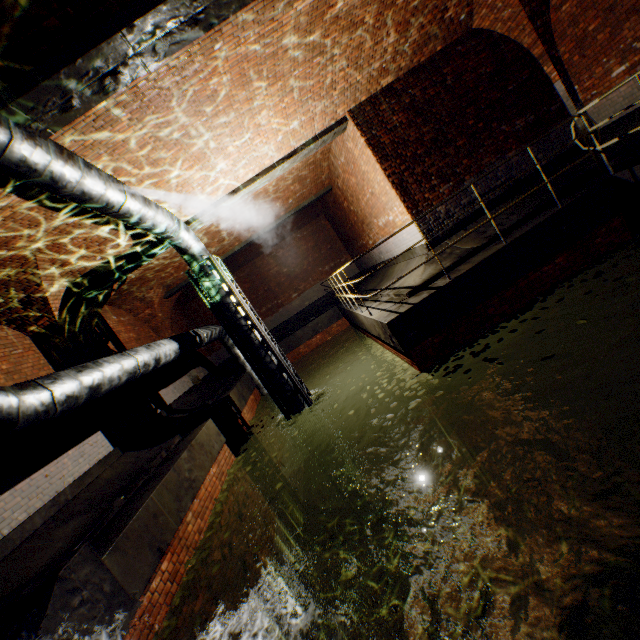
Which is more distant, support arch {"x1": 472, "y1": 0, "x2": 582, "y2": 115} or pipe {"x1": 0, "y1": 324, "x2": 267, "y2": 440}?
support arch {"x1": 472, "y1": 0, "x2": 582, "y2": 115}

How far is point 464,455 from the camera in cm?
741

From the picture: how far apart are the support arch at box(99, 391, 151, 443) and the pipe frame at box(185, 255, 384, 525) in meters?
2.6 m

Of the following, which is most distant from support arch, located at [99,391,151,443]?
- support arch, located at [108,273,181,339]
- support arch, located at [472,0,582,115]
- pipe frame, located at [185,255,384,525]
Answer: support arch, located at [472,0,582,115]

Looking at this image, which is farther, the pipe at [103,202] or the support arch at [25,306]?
the support arch at [25,306]

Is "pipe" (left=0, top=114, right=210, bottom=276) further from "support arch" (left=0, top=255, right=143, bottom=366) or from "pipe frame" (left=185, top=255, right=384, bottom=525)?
"support arch" (left=0, top=255, right=143, bottom=366)

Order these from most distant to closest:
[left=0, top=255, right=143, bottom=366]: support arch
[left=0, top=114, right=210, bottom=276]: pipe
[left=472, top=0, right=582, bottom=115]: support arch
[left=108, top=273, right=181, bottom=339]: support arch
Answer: [left=108, top=273, right=181, bottom=339]: support arch, [left=472, top=0, right=582, bottom=115]: support arch, [left=0, top=255, right=143, bottom=366]: support arch, [left=0, top=114, right=210, bottom=276]: pipe
